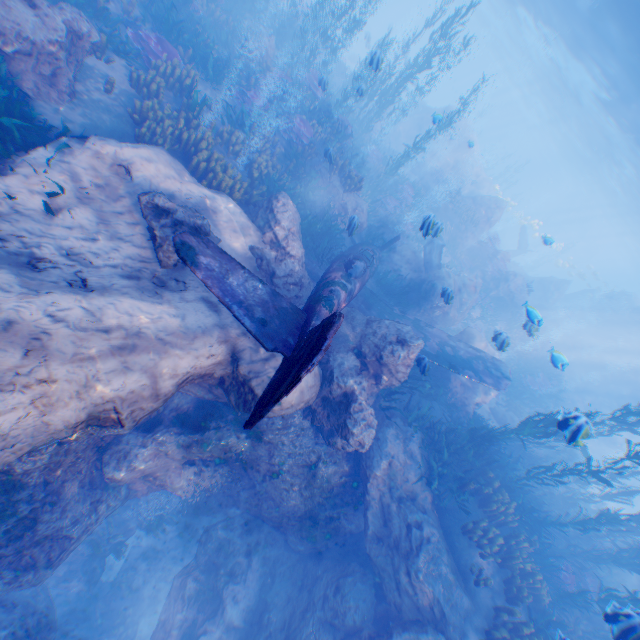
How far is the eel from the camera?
16.1 meters

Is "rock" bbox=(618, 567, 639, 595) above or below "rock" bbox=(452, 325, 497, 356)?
below

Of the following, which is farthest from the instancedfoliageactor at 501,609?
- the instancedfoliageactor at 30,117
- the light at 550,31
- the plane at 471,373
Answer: the instancedfoliageactor at 30,117

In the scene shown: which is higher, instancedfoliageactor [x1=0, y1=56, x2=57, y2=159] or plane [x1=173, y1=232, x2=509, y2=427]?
plane [x1=173, y1=232, x2=509, y2=427]

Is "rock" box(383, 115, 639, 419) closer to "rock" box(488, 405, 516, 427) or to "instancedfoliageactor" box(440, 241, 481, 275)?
"instancedfoliageactor" box(440, 241, 481, 275)

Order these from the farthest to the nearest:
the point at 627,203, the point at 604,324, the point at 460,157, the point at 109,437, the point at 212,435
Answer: the point at 627,203 → the point at 604,324 → the point at 460,157 → the point at 212,435 → the point at 109,437

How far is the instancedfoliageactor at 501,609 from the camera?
7.6m

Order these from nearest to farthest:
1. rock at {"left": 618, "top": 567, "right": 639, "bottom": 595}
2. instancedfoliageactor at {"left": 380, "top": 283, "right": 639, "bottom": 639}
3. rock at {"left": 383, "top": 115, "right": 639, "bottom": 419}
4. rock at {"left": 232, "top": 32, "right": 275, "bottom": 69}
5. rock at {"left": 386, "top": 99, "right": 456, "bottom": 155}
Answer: instancedfoliageactor at {"left": 380, "top": 283, "right": 639, "bottom": 639} < rock at {"left": 232, "top": 32, "right": 275, "bottom": 69} < rock at {"left": 618, "top": 567, "right": 639, "bottom": 595} < rock at {"left": 383, "top": 115, "right": 639, "bottom": 419} < rock at {"left": 386, "top": 99, "right": 456, "bottom": 155}
